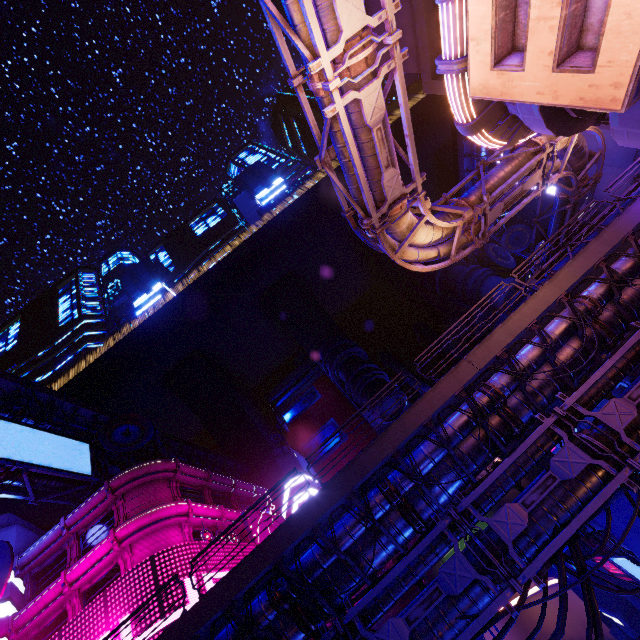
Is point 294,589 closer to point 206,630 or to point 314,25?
point 206,630

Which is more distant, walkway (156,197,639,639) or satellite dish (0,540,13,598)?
satellite dish (0,540,13,598)

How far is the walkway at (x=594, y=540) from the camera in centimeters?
1603cm

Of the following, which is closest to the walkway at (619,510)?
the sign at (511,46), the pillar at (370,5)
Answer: the sign at (511,46)

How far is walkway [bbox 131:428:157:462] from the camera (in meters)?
40.17

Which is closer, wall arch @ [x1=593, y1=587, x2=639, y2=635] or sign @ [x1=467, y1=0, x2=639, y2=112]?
sign @ [x1=467, y1=0, x2=639, y2=112]

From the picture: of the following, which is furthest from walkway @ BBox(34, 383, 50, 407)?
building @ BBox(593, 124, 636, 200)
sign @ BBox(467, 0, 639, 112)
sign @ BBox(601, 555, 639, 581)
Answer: building @ BBox(593, 124, 636, 200)

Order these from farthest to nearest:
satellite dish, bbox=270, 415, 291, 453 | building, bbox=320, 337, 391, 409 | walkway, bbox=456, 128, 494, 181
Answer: satellite dish, bbox=270, 415, 291, 453
building, bbox=320, 337, 391, 409
walkway, bbox=456, 128, 494, 181
